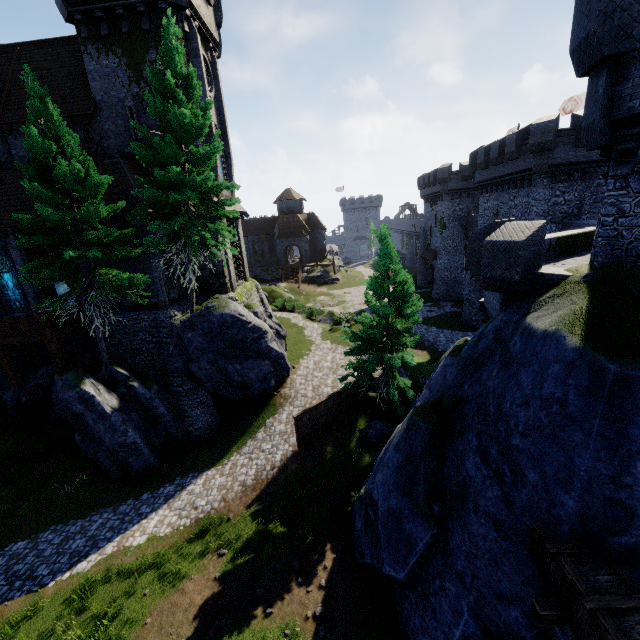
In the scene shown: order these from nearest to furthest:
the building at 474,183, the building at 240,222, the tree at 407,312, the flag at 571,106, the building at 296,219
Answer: the tree at 407,312, the building at 474,183, the building at 240,222, the flag at 571,106, the building at 296,219

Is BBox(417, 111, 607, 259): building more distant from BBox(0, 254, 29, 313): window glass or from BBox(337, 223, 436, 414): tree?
BBox(0, 254, 29, 313): window glass

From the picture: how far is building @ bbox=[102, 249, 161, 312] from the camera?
19.06m

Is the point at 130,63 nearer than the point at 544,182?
Yes

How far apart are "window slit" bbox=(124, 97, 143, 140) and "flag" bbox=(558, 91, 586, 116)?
37.3m

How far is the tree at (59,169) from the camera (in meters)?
13.73

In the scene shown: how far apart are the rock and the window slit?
21.8 meters

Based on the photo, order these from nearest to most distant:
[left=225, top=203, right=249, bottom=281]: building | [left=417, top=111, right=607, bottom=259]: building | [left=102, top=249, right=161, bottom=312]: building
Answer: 1. [left=102, top=249, right=161, bottom=312]: building
2. [left=417, top=111, right=607, bottom=259]: building
3. [left=225, top=203, right=249, bottom=281]: building
